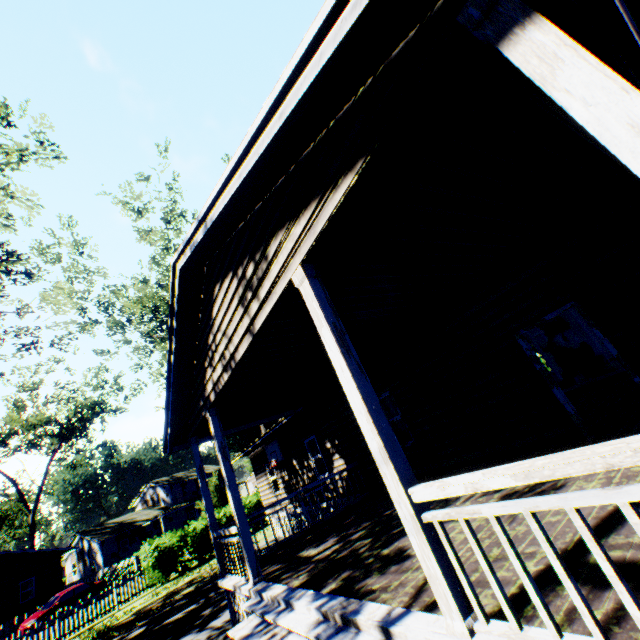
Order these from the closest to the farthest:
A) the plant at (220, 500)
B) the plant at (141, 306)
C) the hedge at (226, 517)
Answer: the plant at (141, 306) < the hedge at (226, 517) < the plant at (220, 500)

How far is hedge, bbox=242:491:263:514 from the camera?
24.7 meters

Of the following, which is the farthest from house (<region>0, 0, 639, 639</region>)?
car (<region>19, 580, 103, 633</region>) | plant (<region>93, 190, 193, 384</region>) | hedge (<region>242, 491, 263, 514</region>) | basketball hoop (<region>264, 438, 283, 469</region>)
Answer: car (<region>19, 580, 103, 633</region>)

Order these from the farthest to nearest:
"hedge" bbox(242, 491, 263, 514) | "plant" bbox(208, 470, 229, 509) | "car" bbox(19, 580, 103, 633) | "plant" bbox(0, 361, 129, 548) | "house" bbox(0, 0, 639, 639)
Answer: "plant" bbox(0, 361, 129, 548) < "plant" bbox(208, 470, 229, 509) < "hedge" bbox(242, 491, 263, 514) < "car" bbox(19, 580, 103, 633) < "house" bbox(0, 0, 639, 639)

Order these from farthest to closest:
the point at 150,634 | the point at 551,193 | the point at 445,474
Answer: the point at 150,634, the point at 445,474, the point at 551,193

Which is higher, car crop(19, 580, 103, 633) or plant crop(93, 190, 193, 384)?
plant crop(93, 190, 193, 384)

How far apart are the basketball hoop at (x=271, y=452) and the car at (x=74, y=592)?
21.7 meters
